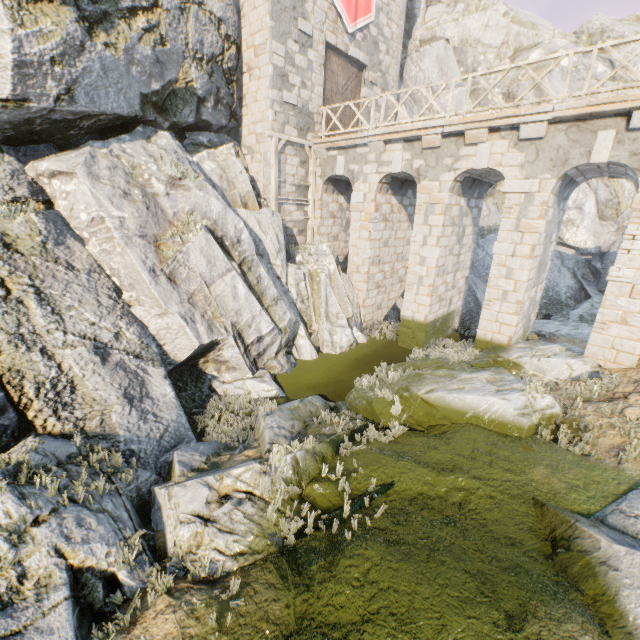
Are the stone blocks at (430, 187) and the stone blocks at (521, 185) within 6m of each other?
yes

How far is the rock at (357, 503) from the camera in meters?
5.5 m

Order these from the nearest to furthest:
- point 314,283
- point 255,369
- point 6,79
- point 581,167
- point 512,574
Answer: point 512,574
point 6,79
point 581,167
point 255,369
point 314,283

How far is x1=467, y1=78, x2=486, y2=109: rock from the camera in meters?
21.5

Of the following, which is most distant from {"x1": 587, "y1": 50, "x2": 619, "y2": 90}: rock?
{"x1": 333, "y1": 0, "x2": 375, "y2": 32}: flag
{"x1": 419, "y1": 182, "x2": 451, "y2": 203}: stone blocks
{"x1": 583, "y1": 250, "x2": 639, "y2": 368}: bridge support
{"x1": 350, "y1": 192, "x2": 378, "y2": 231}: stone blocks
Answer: {"x1": 419, "y1": 182, "x2": 451, "y2": 203}: stone blocks

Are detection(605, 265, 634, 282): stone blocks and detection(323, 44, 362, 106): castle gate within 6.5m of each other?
no

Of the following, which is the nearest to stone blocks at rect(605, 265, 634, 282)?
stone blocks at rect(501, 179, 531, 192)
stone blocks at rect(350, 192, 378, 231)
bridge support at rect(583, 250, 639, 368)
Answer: bridge support at rect(583, 250, 639, 368)

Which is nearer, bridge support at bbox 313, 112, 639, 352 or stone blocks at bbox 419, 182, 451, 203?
bridge support at bbox 313, 112, 639, 352
